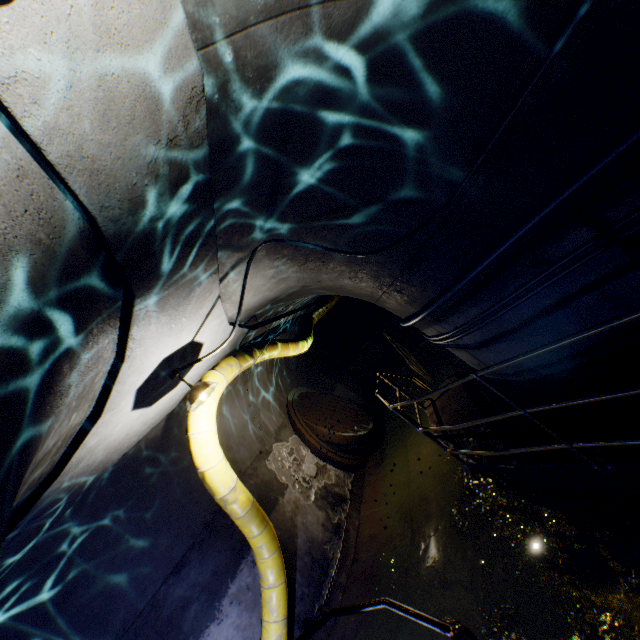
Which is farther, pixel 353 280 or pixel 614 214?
pixel 353 280

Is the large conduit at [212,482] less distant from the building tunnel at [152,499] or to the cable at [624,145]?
the building tunnel at [152,499]

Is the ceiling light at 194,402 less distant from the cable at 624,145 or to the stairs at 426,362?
the cable at 624,145

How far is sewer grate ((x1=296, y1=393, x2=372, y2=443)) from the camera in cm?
882

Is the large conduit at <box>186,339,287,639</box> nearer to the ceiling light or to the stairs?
the ceiling light

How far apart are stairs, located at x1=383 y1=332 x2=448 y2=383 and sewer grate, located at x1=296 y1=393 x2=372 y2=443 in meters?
2.0

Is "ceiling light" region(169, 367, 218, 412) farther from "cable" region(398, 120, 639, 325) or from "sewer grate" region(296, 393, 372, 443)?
"sewer grate" region(296, 393, 372, 443)

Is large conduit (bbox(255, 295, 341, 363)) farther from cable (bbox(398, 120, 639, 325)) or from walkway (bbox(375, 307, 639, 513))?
cable (bbox(398, 120, 639, 325))
